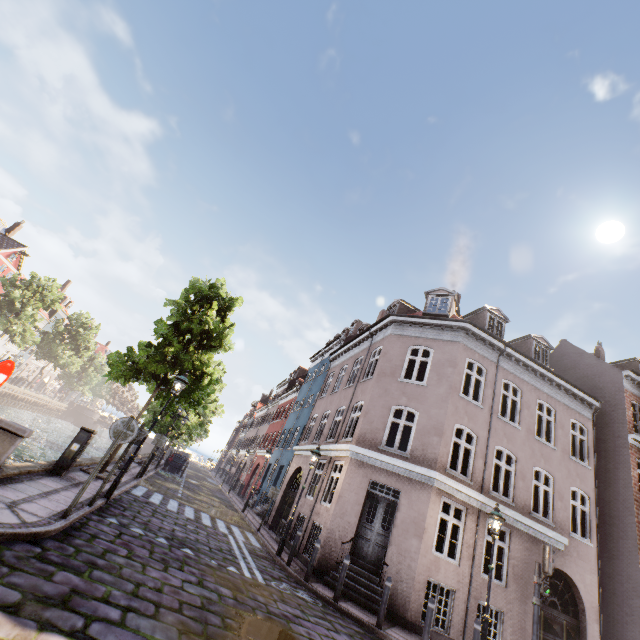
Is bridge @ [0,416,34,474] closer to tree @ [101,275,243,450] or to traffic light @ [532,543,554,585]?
tree @ [101,275,243,450]

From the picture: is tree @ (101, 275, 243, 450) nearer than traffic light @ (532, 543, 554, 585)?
No

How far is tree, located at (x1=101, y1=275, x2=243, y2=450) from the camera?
12.1m

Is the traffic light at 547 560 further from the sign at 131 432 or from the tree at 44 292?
the tree at 44 292

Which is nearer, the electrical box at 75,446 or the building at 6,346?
the electrical box at 75,446

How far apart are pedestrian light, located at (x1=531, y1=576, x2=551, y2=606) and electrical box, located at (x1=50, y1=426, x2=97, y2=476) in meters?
13.3 m

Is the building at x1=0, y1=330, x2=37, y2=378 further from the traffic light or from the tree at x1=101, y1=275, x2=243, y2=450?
the traffic light

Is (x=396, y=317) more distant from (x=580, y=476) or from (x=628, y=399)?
(x=628, y=399)
